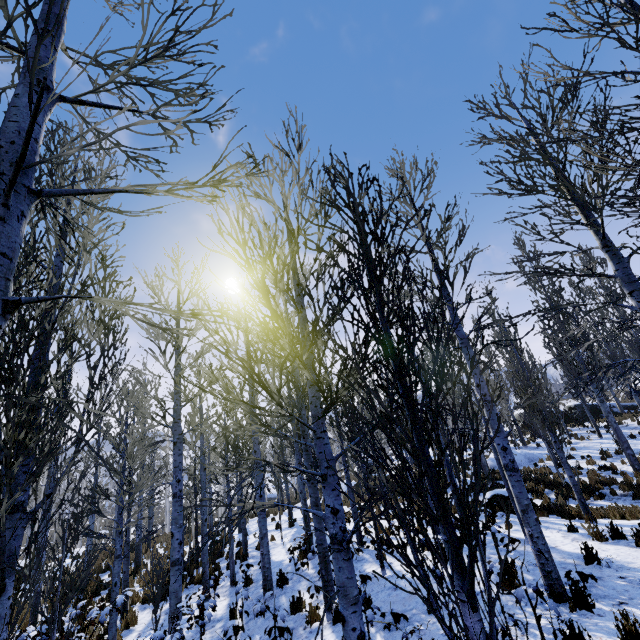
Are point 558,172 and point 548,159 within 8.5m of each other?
yes

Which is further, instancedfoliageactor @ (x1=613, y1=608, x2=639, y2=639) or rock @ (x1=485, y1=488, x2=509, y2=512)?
rock @ (x1=485, y1=488, x2=509, y2=512)

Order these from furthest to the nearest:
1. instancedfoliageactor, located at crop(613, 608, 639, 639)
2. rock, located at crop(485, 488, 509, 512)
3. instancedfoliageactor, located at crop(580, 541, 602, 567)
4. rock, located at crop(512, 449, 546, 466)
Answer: rock, located at crop(512, 449, 546, 466) → rock, located at crop(485, 488, 509, 512) → instancedfoliageactor, located at crop(580, 541, 602, 567) → instancedfoliageactor, located at crop(613, 608, 639, 639)

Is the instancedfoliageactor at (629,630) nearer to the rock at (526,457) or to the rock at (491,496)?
the rock at (526,457)

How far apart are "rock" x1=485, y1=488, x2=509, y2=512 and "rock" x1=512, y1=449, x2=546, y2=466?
6.5m

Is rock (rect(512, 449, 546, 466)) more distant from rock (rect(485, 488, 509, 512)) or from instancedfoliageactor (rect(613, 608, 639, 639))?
rock (rect(485, 488, 509, 512))

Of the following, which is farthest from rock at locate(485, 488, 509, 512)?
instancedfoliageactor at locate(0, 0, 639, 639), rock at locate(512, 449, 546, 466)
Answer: rock at locate(512, 449, 546, 466)
